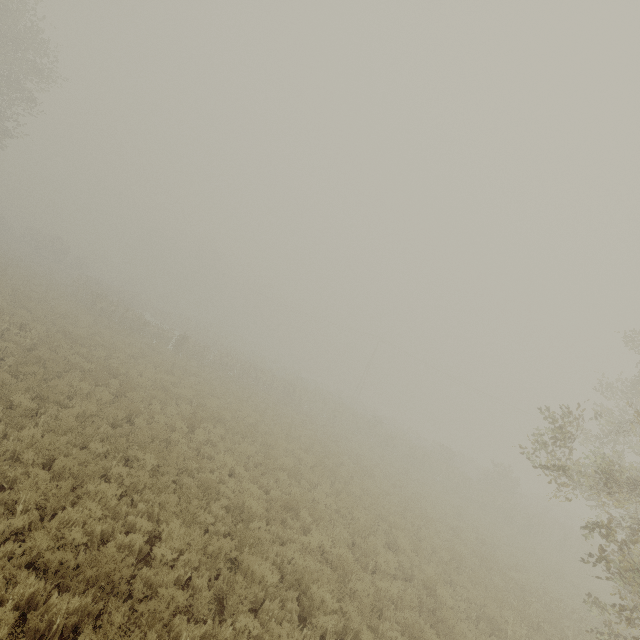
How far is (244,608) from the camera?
5.69m
